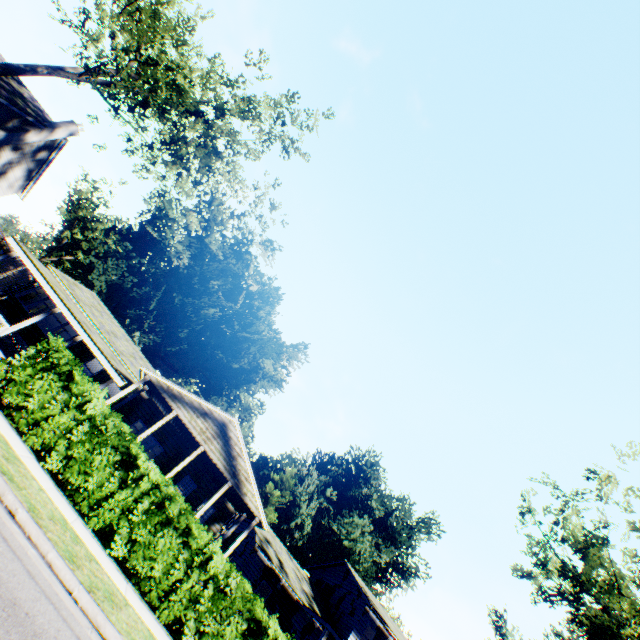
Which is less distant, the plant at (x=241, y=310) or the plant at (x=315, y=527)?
the plant at (x=315, y=527)

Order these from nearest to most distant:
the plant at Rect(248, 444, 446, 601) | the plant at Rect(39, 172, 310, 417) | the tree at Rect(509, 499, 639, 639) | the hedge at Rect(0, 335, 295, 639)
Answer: the hedge at Rect(0, 335, 295, 639) < the tree at Rect(509, 499, 639, 639) < the plant at Rect(248, 444, 446, 601) < the plant at Rect(39, 172, 310, 417)

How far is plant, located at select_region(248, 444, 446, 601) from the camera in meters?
40.1 m

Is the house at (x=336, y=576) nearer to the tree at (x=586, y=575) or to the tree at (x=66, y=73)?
the tree at (x=586, y=575)

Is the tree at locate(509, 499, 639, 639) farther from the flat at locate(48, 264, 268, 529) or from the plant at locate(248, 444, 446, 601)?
the plant at locate(248, 444, 446, 601)

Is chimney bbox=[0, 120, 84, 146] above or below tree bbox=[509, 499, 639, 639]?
below

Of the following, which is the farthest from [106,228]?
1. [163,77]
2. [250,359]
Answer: [163,77]

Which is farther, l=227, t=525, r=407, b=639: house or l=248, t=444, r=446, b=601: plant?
l=248, t=444, r=446, b=601: plant
